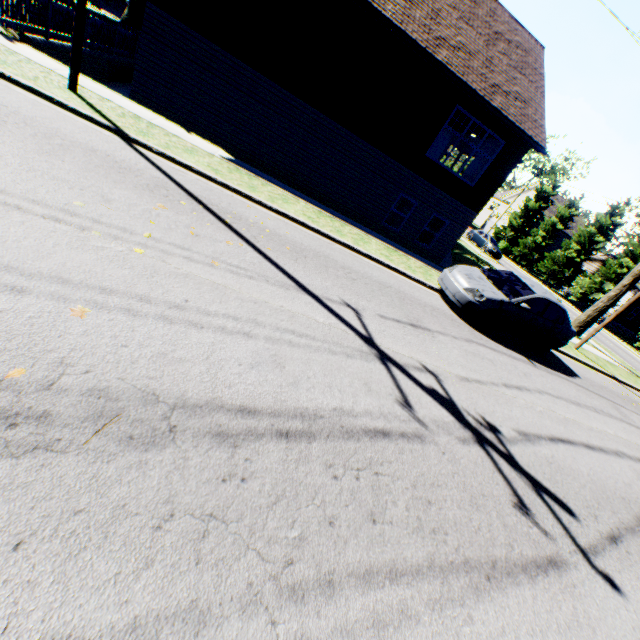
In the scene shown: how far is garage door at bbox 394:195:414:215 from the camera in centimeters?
2183cm

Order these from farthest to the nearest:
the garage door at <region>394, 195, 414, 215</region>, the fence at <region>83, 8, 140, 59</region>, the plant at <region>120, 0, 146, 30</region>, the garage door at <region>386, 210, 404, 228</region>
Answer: the plant at <region>120, 0, 146, 30</region>, the garage door at <region>386, 210, 404, 228</region>, the garage door at <region>394, 195, 414, 215</region>, the fence at <region>83, 8, 140, 59</region>

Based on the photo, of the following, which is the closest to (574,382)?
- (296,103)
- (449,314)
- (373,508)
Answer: (449,314)

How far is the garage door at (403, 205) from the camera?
21.8 meters

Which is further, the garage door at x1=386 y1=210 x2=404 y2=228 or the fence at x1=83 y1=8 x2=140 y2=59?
the garage door at x1=386 y1=210 x2=404 y2=228

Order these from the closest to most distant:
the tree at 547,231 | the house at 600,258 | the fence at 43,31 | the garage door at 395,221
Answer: the fence at 43,31 → the tree at 547,231 → the garage door at 395,221 → the house at 600,258

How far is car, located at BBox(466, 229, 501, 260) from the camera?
31.4 meters
